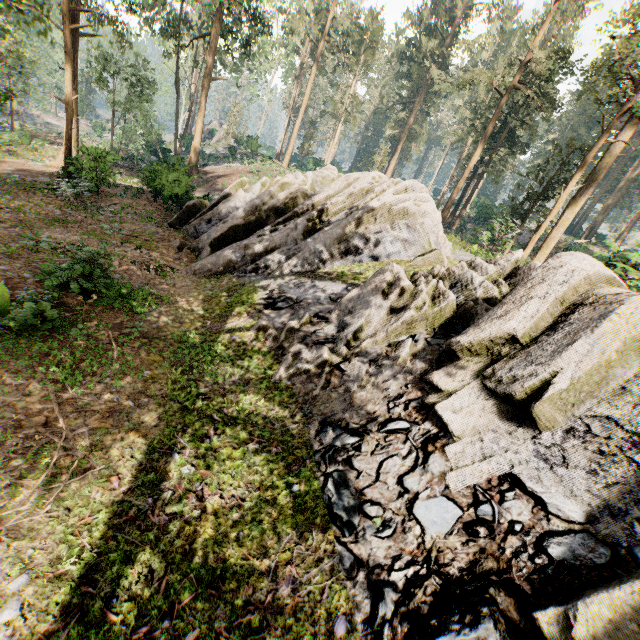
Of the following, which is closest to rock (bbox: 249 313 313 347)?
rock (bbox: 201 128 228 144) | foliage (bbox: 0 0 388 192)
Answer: foliage (bbox: 0 0 388 192)

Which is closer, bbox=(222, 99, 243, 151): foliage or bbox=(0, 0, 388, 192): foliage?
bbox=(0, 0, 388, 192): foliage

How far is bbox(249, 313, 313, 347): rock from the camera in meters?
10.6

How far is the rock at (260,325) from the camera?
10.59m

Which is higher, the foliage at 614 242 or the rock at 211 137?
the foliage at 614 242

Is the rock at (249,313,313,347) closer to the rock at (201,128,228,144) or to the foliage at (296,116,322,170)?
the foliage at (296,116,322,170)

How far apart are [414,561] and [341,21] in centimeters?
4789cm
